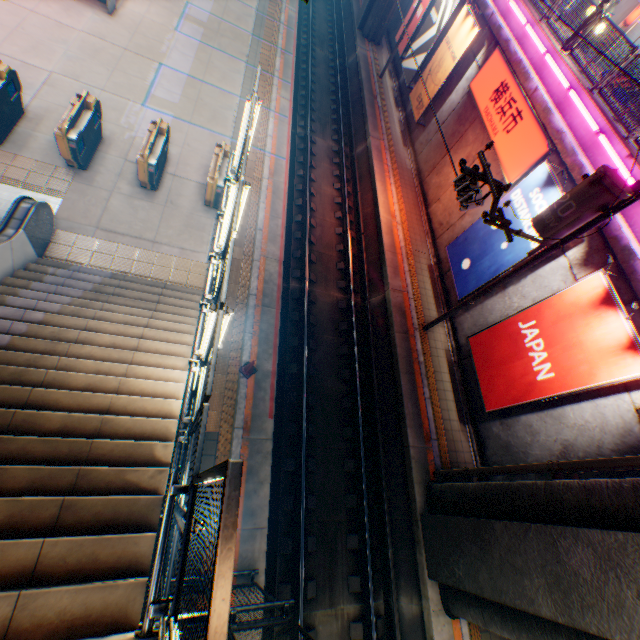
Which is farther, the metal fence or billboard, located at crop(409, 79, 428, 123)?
billboard, located at crop(409, 79, 428, 123)

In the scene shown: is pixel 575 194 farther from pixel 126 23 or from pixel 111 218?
pixel 126 23

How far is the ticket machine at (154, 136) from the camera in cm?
948

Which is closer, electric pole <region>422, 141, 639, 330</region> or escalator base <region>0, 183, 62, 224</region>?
electric pole <region>422, 141, 639, 330</region>

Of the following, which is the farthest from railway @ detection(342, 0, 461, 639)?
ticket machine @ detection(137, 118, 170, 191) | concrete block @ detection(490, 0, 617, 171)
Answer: concrete block @ detection(490, 0, 617, 171)

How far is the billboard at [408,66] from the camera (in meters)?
18.80

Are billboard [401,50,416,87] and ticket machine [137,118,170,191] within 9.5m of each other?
no

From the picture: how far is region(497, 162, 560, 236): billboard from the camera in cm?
962
